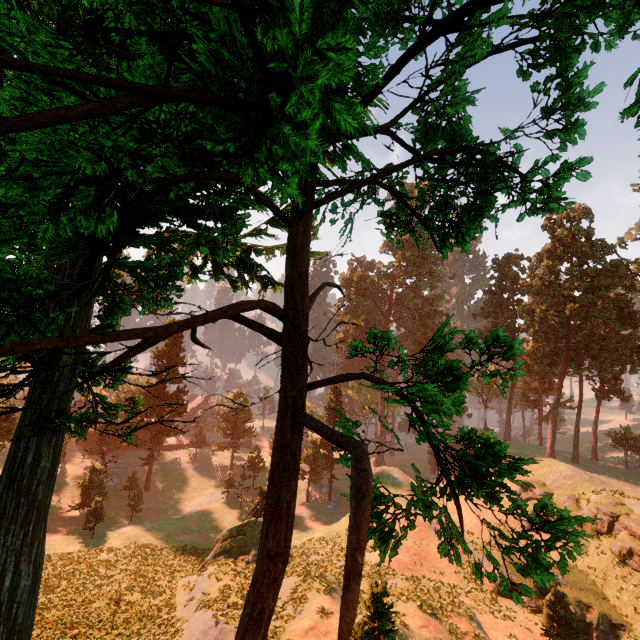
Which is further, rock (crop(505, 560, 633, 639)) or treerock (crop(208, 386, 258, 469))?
treerock (crop(208, 386, 258, 469))

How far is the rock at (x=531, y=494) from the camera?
30.14m

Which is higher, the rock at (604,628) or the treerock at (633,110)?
the treerock at (633,110)

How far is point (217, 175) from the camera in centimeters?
397cm

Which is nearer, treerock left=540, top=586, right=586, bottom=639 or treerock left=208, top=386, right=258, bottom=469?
treerock left=540, top=586, right=586, bottom=639

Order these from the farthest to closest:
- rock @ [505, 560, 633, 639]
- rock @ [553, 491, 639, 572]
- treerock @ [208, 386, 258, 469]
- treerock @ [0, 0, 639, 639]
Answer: treerock @ [208, 386, 258, 469]
rock @ [553, 491, 639, 572]
rock @ [505, 560, 633, 639]
treerock @ [0, 0, 639, 639]

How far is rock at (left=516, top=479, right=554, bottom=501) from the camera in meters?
30.1
